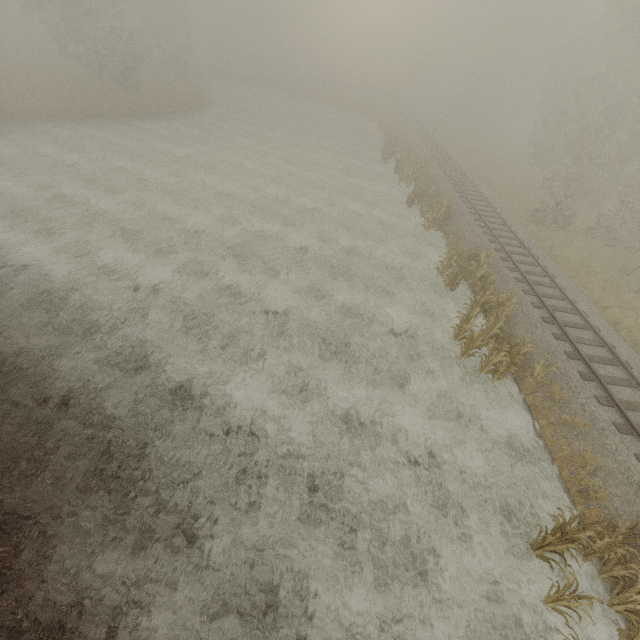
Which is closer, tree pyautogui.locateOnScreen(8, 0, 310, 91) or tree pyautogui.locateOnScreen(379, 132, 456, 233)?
tree pyautogui.locateOnScreen(379, 132, 456, 233)

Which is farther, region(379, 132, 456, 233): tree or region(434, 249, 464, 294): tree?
region(379, 132, 456, 233): tree

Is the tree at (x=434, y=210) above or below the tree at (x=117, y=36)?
below

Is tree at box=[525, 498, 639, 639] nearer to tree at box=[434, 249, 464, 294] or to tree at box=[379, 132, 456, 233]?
tree at box=[434, 249, 464, 294]

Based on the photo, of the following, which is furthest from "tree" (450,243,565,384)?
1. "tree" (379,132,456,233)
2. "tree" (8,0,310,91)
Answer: "tree" (8,0,310,91)

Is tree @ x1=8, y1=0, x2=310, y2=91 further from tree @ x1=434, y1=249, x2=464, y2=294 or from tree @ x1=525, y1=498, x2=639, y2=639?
tree @ x1=525, y1=498, x2=639, y2=639

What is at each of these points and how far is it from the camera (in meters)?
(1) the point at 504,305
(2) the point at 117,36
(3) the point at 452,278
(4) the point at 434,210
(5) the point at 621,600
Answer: (1) tree, 12.99
(2) tree, 31.19
(3) tree, 15.23
(4) tree, 19.16
(5) tree, 6.77

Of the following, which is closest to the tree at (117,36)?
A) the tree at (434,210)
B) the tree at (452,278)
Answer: the tree at (434,210)
